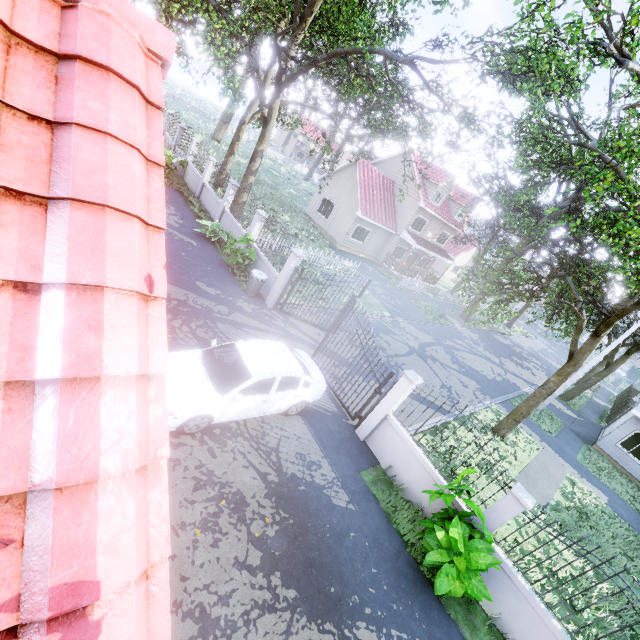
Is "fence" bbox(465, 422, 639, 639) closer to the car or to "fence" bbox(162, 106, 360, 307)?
the car

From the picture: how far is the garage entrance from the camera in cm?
1956

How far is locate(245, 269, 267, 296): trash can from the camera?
12.3m

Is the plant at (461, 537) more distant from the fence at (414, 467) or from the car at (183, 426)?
the car at (183, 426)

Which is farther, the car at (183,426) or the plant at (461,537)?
the car at (183,426)

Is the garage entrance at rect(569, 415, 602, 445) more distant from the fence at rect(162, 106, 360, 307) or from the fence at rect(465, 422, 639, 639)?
the fence at rect(465, 422, 639, 639)

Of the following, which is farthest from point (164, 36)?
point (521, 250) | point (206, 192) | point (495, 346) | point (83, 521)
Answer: point (495, 346)

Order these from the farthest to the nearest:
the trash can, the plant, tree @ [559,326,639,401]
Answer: tree @ [559,326,639,401] < the trash can < the plant
